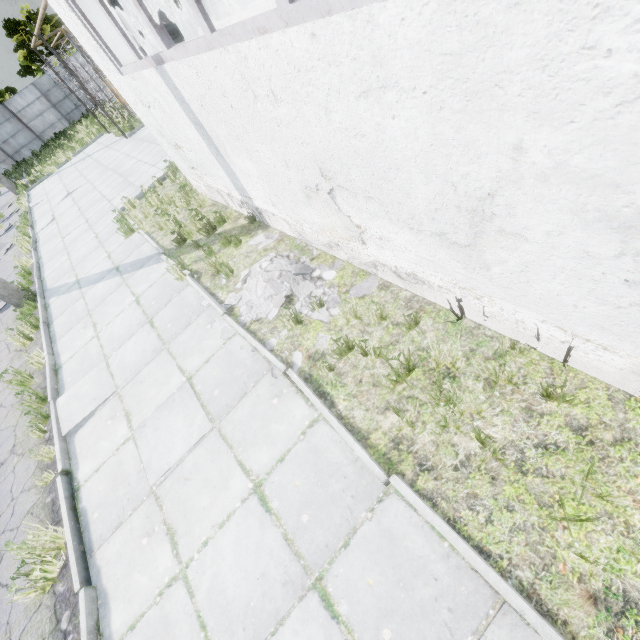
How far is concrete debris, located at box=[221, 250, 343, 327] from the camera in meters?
4.4

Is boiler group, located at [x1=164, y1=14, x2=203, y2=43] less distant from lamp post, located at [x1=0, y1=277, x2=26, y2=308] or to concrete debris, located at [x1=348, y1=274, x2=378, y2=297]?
concrete debris, located at [x1=348, y1=274, x2=378, y2=297]

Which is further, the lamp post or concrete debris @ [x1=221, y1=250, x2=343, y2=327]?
the lamp post

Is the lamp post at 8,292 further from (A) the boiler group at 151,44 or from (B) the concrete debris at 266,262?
(B) the concrete debris at 266,262

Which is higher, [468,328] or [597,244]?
[597,244]

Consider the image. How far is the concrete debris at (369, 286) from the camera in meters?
4.2
